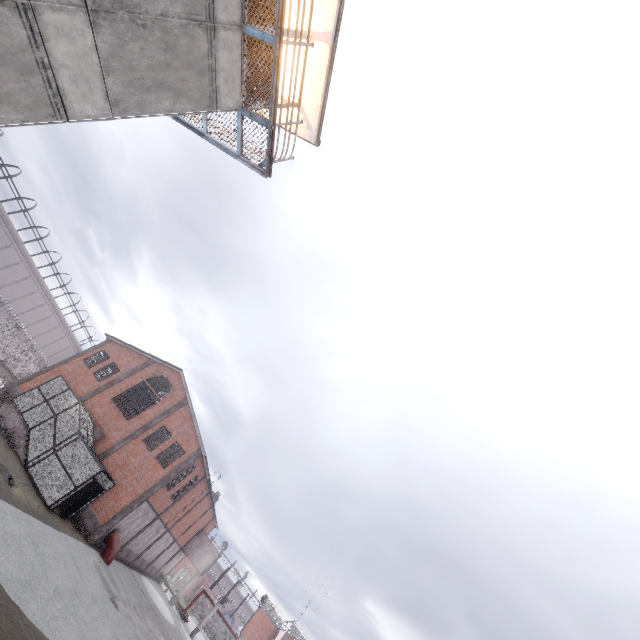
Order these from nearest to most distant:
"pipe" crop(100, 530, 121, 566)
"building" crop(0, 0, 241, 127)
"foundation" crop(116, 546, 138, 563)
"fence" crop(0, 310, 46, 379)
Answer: "building" crop(0, 0, 241, 127) < "pipe" crop(100, 530, 121, 566) < "foundation" crop(116, 546, 138, 563) < "fence" crop(0, 310, 46, 379)

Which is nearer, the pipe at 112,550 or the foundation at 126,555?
the pipe at 112,550

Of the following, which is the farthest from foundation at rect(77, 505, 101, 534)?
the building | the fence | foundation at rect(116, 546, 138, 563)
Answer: the building

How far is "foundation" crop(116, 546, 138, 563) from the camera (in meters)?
27.75

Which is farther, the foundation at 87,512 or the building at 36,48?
the foundation at 87,512

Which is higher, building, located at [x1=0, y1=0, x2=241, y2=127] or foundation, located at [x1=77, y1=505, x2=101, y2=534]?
building, located at [x1=0, y1=0, x2=241, y2=127]

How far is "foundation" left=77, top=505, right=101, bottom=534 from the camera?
23.0 meters

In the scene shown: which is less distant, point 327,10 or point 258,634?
point 327,10
